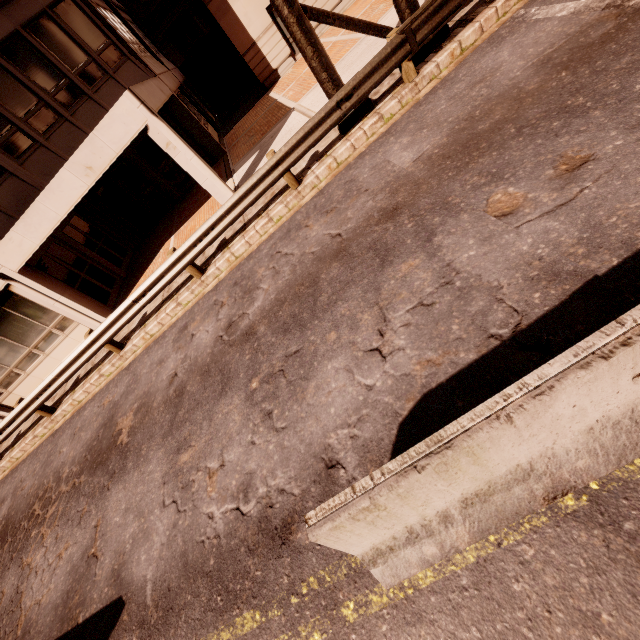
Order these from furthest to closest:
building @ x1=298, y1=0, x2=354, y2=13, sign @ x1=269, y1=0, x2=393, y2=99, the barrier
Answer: building @ x1=298, y1=0, x2=354, y2=13 < sign @ x1=269, y1=0, x2=393, y2=99 < the barrier

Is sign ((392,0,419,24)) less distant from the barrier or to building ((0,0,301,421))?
building ((0,0,301,421))

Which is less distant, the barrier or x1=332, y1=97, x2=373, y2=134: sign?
the barrier

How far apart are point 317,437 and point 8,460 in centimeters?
1295cm

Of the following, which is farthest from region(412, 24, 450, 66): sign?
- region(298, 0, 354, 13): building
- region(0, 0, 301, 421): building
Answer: region(298, 0, 354, 13): building

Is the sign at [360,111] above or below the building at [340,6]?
below

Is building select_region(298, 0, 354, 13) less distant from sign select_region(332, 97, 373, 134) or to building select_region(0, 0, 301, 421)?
building select_region(0, 0, 301, 421)

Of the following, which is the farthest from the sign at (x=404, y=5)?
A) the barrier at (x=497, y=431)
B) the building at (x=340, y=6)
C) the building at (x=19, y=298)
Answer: the building at (x=340, y=6)
